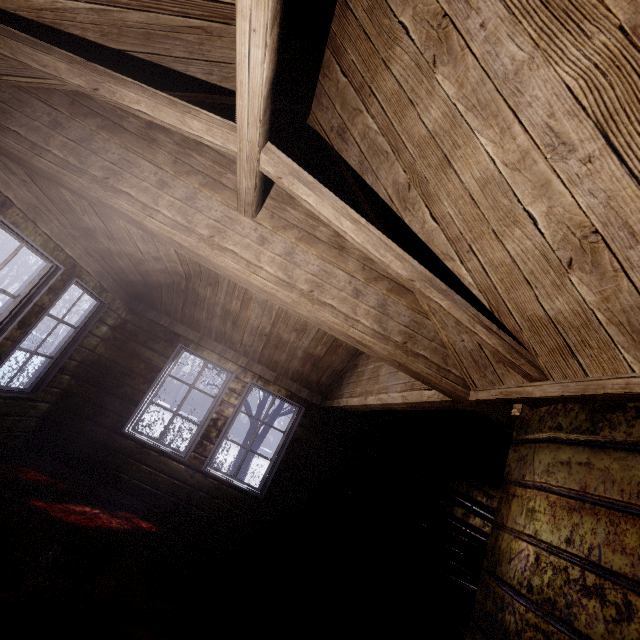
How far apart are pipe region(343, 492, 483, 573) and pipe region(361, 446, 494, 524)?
Answer: 0.43m

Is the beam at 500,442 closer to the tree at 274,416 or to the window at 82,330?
the tree at 274,416

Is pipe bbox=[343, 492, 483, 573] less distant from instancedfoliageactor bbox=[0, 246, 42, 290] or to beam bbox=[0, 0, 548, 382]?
beam bbox=[0, 0, 548, 382]

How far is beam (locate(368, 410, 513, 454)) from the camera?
2.6 meters

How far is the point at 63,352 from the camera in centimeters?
378cm

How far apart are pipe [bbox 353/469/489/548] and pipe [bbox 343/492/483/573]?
0.1 meters

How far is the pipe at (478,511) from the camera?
4.6 meters

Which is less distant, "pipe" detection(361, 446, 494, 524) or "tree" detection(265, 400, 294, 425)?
"pipe" detection(361, 446, 494, 524)
